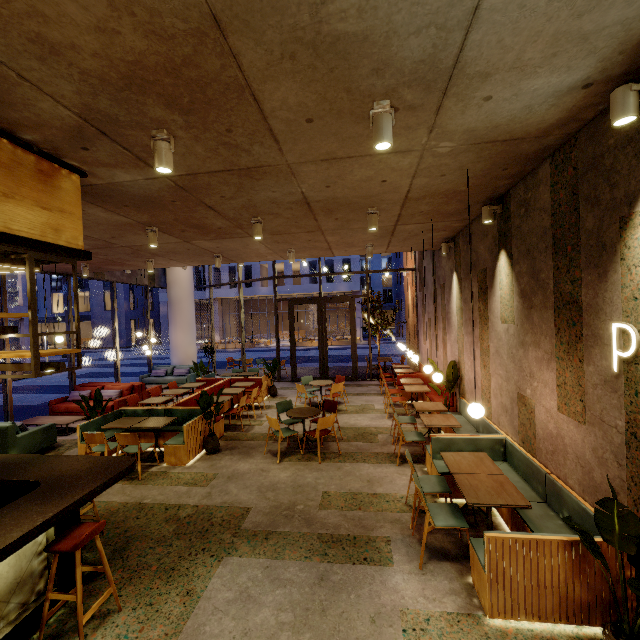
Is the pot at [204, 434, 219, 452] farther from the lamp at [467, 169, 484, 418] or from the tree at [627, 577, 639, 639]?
the tree at [627, 577, 639, 639]

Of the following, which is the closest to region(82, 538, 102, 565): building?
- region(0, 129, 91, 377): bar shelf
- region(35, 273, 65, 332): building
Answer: region(0, 129, 91, 377): bar shelf

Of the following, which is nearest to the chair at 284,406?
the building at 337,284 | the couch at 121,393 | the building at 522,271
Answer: the building at 522,271

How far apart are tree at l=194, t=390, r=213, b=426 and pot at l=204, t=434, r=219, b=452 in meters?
0.0

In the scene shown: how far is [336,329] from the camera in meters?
45.6

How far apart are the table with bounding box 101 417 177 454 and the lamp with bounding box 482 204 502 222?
7.07m

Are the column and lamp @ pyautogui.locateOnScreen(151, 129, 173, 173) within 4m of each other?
no

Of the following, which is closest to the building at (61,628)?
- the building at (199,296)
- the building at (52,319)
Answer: the building at (199,296)
